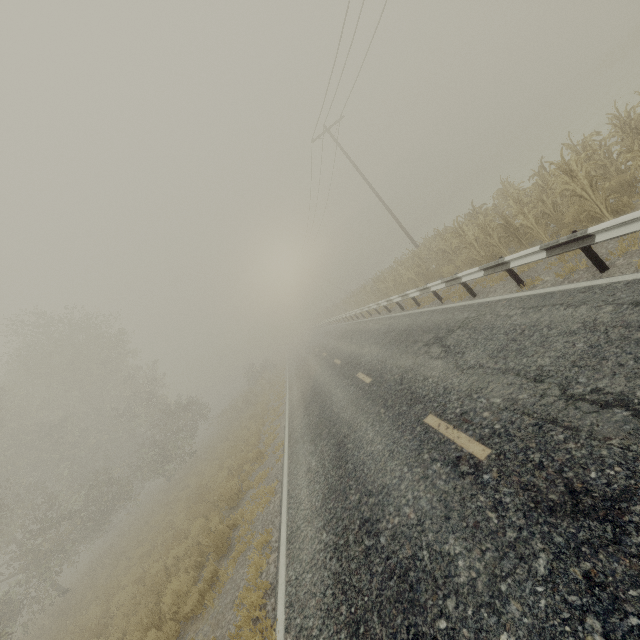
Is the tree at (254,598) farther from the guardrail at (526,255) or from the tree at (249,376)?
the tree at (249,376)

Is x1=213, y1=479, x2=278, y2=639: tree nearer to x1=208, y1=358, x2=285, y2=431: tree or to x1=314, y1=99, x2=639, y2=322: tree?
x1=314, y1=99, x2=639, y2=322: tree

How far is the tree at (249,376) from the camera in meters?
29.0 m

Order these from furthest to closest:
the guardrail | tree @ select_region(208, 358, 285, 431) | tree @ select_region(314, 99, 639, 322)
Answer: tree @ select_region(208, 358, 285, 431) → tree @ select_region(314, 99, 639, 322) → the guardrail

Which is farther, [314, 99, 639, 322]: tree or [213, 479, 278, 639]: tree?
[314, 99, 639, 322]: tree

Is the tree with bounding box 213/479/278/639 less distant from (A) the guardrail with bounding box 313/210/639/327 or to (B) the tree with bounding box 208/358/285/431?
(A) the guardrail with bounding box 313/210/639/327

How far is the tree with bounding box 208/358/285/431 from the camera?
29.0 meters

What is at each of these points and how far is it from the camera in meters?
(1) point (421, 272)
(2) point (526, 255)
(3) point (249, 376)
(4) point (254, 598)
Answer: (1) tree, 16.8
(2) guardrail, 6.6
(3) tree, 42.3
(4) tree, 5.5
